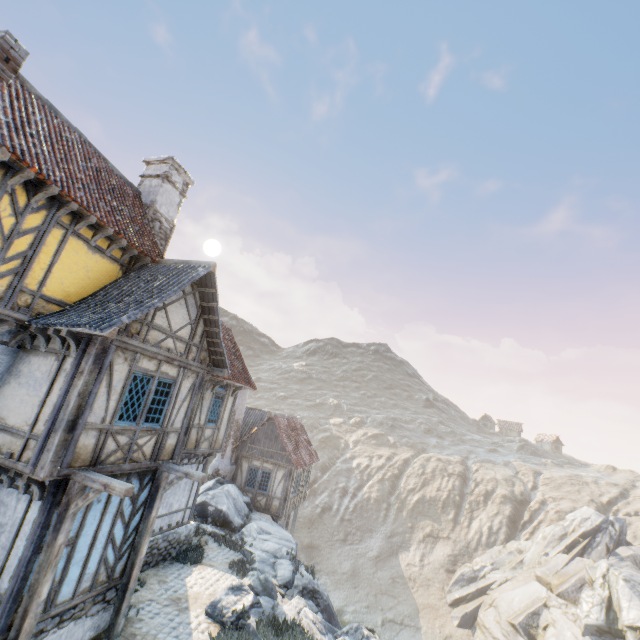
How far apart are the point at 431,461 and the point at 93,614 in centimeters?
5623cm

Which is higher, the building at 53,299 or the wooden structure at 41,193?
the wooden structure at 41,193

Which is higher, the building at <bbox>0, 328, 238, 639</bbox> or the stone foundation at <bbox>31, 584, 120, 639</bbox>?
the building at <bbox>0, 328, 238, 639</bbox>

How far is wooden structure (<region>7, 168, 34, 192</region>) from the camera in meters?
6.7 m

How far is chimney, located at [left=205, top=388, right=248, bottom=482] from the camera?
20.8m

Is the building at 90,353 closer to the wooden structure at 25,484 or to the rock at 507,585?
the wooden structure at 25,484

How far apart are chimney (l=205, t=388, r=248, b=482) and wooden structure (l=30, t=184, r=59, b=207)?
17.3 meters

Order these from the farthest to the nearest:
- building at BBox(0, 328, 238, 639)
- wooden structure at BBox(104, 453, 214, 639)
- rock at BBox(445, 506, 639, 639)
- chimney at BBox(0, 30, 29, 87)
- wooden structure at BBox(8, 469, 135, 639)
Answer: rock at BBox(445, 506, 639, 639), wooden structure at BBox(104, 453, 214, 639), chimney at BBox(0, 30, 29, 87), building at BBox(0, 328, 238, 639), wooden structure at BBox(8, 469, 135, 639)
